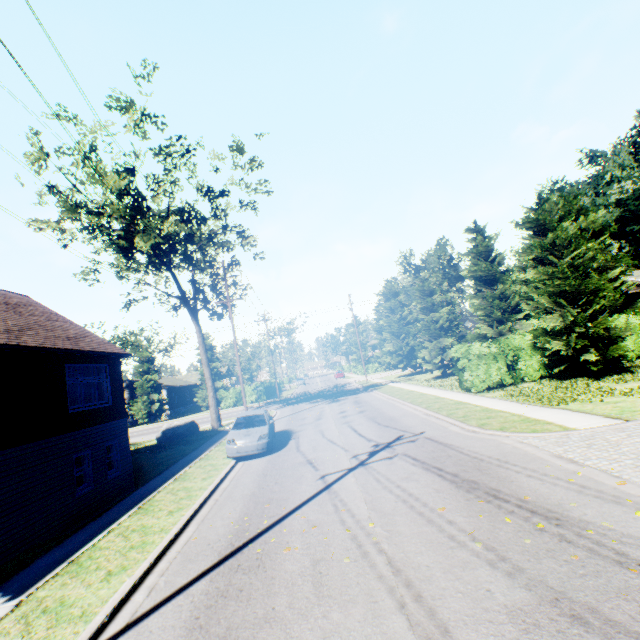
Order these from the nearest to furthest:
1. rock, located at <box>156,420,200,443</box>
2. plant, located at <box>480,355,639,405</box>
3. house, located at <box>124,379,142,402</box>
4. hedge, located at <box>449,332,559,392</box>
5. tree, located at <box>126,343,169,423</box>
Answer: plant, located at <box>480,355,639,405</box>, hedge, located at <box>449,332,559,392</box>, rock, located at <box>156,420,200,443</box>, tree, located at <box>126,343,169,423</box>, house, located at <box>124,379,142,402</box>

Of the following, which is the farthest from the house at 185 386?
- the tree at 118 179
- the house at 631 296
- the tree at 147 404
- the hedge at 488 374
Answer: the house at 631 296

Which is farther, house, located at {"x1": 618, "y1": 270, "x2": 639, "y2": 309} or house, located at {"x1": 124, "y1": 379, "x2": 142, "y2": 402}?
house, located at {"x1": 124, "y1": 379, "x2": 142, "y2": 402}

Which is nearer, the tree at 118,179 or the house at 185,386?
the tree at 118,179

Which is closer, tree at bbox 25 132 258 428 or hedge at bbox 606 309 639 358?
hedge at bbox 606 309 639 358

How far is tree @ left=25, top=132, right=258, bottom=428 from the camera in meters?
20.7

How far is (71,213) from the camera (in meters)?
21.75

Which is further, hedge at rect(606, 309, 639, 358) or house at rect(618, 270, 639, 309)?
house at rect(618, 270, 639, 309)
